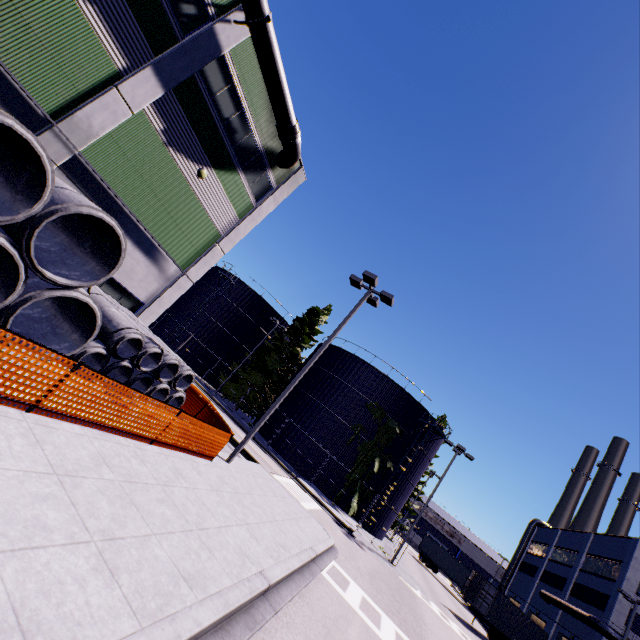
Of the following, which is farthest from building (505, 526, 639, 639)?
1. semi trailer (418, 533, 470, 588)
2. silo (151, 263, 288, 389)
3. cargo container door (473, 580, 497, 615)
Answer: cargo container door (473, 580, 497, 615)

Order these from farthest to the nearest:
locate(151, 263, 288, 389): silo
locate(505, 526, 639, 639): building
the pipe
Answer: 1. locate(151, 263, 288, 389): silo
2. locate(505, 526, 639, 639): building
3. the pipe

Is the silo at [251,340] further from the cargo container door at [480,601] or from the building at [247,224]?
the cargo container door at [480,601]

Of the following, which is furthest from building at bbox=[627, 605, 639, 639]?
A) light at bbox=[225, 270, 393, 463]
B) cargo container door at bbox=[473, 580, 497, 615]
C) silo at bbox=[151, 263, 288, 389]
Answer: light at bbox=[225, 270, 393, 463]

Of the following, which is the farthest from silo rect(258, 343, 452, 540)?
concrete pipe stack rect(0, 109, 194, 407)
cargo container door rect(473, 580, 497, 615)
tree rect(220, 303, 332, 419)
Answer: cargo container door rect(473, 580, 497, 615)

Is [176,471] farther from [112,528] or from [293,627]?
[293,627]

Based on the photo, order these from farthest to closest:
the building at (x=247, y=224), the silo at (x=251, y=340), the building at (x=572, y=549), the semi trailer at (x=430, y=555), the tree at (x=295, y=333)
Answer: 1. the semi trailer at (x=430, y=555)
2. the silo at (x=251, y=340)
3. the tree at (x=295, y=333)
4. the building at (x=572, y=549)
5. the building at (x=247, y=224)

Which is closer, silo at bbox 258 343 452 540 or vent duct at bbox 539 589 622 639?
vent duct at bbox 539 589 622 639
